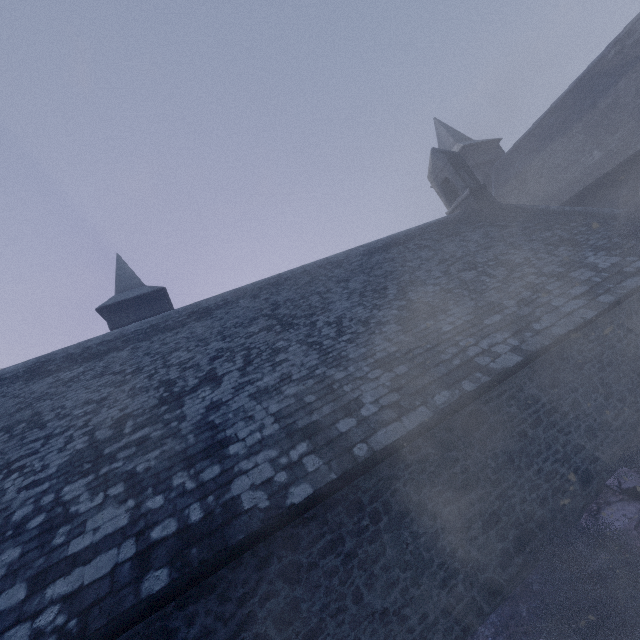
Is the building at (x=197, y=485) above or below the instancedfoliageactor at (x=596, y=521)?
above

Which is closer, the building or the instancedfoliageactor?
the instancedfoliageactor

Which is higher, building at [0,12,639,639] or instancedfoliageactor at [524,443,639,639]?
building at [0,12,639,639]

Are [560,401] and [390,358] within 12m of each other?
yes

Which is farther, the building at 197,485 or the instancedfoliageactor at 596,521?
the building at 197,485
